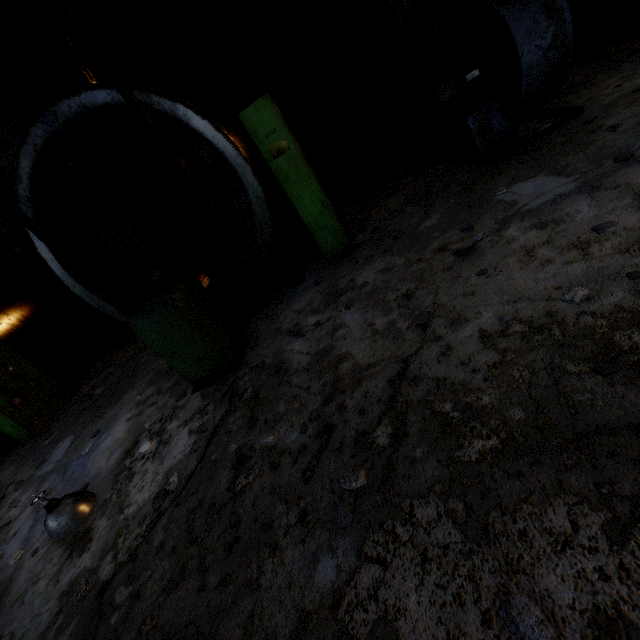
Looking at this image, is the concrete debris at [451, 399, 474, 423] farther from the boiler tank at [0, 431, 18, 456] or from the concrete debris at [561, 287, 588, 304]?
the boiler tank at [0, 431, 18, 456]

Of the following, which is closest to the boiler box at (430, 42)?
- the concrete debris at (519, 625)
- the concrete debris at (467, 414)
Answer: the concrete debris at (467, 414)

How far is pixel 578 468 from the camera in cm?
161

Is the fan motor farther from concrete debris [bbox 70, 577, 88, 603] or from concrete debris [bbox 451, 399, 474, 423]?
concrete debris [bbox 70, 577, 88, 603]

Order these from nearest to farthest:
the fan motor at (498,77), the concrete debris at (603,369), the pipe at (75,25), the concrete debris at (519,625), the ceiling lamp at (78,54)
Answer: the concrete debris at (519,625), the concrete debris at (603,369), the pipe at (75,25), the fan motor at (498,77), the ceiling lamp at (78,54)

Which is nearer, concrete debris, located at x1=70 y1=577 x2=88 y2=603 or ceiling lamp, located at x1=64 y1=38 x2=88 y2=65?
concrete debris, located at x1=70 y1=577 x2=88 y2=603

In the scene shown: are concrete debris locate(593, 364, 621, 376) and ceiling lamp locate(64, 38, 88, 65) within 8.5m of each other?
no

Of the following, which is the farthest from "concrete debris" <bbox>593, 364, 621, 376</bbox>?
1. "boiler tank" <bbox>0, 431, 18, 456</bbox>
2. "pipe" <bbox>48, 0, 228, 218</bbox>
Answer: "boiler tank" <bbox>0, 431, 18, 456</bbox>
